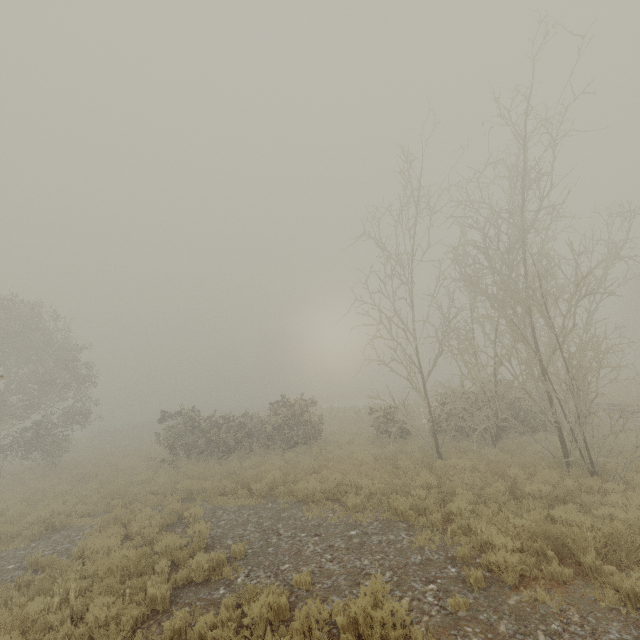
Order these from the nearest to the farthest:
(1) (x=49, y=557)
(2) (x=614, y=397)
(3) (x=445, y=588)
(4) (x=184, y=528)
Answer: (3) (x=445, y=588) → (1) (x=49, y=557) → (4) (x=184, y=528) → (2) (x=614, y=397)
